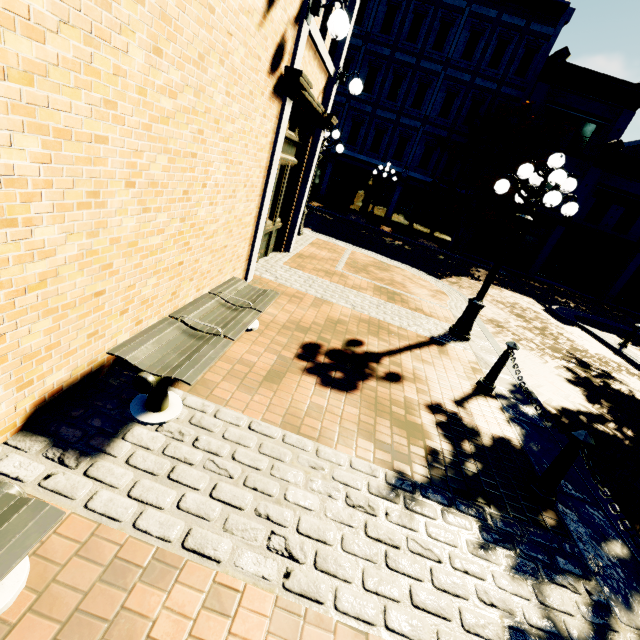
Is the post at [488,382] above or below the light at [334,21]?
below

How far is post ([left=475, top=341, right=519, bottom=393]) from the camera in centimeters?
479cm

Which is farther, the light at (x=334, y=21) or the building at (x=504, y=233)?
the building at (x=504, y=233)

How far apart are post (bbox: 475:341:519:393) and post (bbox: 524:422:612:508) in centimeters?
168cm

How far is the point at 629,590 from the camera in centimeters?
270cm

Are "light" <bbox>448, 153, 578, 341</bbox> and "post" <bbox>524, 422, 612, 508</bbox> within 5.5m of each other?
yes

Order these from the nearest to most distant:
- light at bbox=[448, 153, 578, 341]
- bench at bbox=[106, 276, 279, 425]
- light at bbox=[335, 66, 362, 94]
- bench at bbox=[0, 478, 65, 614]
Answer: bench at bbox=[0, 478, 65, 614]
bench at bbox=[106, 276, 279, 425]
light at bbox=[448, 153, 578, 341]
light at bbox=[335, 66, 362, 94]

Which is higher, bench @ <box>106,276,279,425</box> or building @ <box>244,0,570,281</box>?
building @ <box>244,0,570,281</box>
